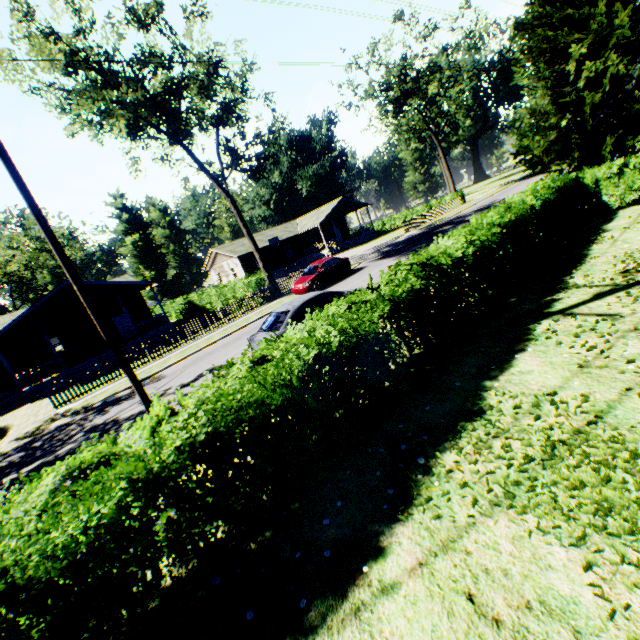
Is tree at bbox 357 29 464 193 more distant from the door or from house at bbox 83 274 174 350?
the door

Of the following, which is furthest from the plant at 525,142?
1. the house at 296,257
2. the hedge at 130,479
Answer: the house at 296,257

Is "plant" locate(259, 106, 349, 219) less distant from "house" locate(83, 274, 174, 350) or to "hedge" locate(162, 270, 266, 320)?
"hedge" locate(162, 270, 266, 320)

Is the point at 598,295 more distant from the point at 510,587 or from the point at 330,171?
the point at 330,171

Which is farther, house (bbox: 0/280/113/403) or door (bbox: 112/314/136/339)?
door (bbox: 112/314/136/339)

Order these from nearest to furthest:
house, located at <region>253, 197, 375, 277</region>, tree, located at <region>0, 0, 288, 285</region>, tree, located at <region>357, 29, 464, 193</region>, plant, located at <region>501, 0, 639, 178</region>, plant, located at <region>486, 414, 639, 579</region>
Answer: plant, located at <region>486, 414, 639, 579</region> → plant, located at <region>501, 0, 639, 178</region> → tree, located at <region>0, 0, 288, 285</region> → tree, located at <region>357, 29, 464, 193</region> → house, located at <region>253, 197, 375, 277</region>

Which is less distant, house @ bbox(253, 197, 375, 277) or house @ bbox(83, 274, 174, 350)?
house @ bbox(83, 274, 174, 350)

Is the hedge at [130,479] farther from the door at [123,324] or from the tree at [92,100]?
the door at [123,324]
